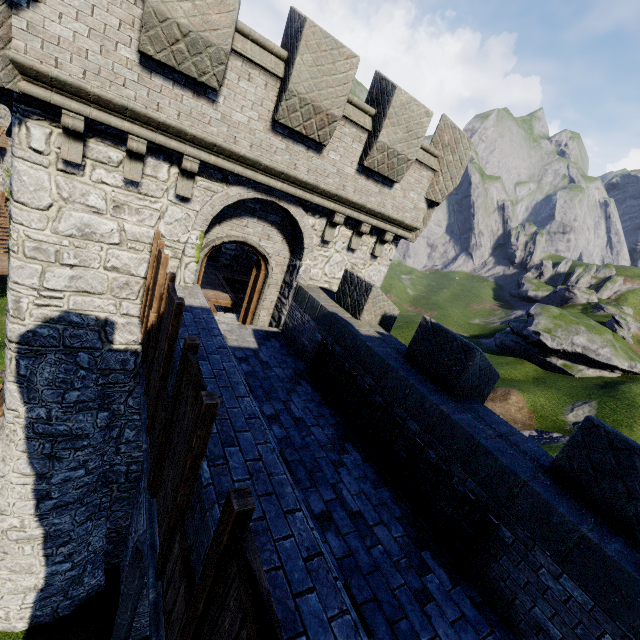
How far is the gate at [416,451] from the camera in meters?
4.4

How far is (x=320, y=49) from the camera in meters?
6.4 m

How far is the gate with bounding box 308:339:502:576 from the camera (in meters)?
4.35

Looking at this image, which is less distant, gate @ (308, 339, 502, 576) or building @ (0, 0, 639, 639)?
building @ (0, 0, 639, 639)

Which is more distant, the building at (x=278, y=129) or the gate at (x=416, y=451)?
the gate at (x=416, y=451)
